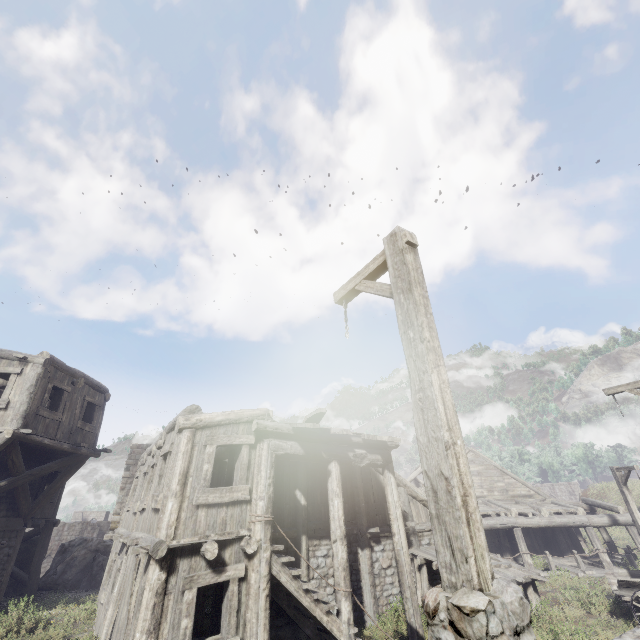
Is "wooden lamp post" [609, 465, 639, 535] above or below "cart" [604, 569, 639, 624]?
above

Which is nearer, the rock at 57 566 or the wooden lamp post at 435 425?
the wooden lamp post at 435 425

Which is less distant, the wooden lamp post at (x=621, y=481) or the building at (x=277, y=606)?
the building at (x=277, y=606)

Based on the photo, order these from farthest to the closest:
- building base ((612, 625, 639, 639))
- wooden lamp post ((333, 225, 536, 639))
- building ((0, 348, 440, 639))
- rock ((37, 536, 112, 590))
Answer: rock ((37, 536, 112, 590)) → building ((0, 348, 440, 639)) → building base ((612, 625, 639, 639)) → wooden lamp post ((333, 225, 536, 639))

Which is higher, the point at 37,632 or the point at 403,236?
the point at 403,236

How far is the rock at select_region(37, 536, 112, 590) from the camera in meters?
16.4 m

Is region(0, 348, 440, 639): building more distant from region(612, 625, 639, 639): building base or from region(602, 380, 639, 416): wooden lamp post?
region(602, 380, 639, 416): wooden lamp post

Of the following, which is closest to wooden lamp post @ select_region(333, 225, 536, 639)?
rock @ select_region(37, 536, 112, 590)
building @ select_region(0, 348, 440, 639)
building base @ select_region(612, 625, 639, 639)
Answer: building base @ select_region(612, 625, 639, 639)
